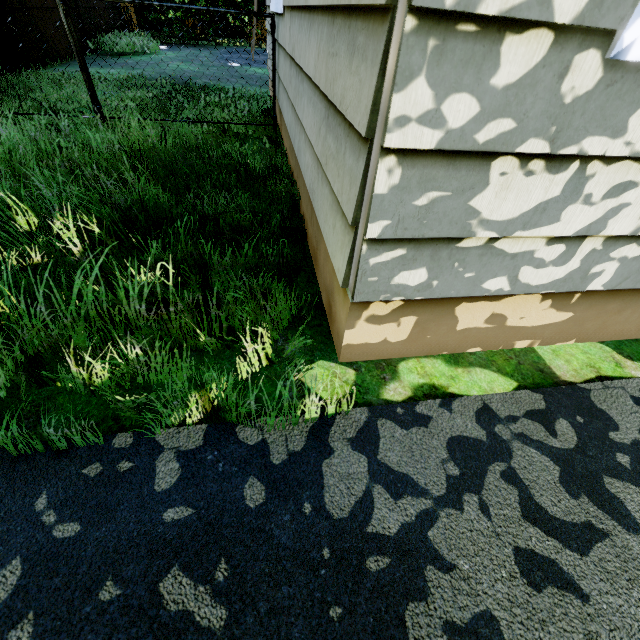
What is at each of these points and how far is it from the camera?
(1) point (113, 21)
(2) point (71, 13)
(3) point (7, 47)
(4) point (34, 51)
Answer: (1) fence, 8.73m
(2) fence, 2.86m
(3) fence, 4.84m
(4) fence, 5.45m

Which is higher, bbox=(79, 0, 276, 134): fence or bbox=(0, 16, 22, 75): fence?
bbox=(79, 0, 276, 134): fence

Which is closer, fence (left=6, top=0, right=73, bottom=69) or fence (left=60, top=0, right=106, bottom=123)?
fence (left=60, top=0, right=106, bottom=123)

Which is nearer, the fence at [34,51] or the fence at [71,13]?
the fence at [71,13]
